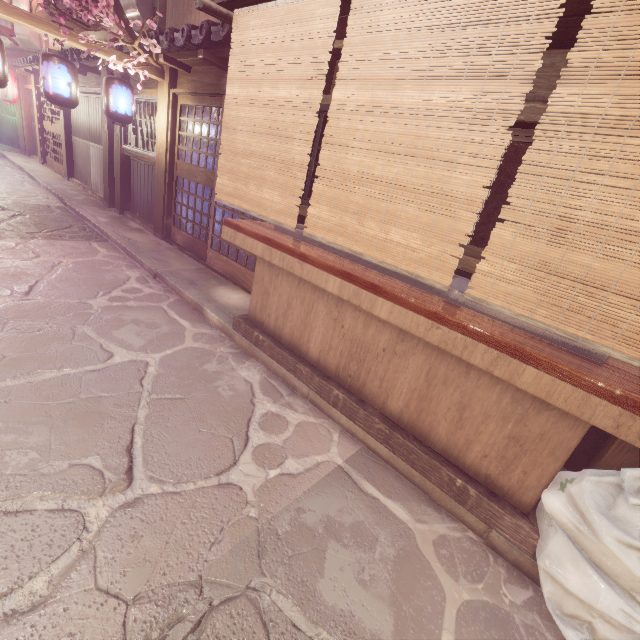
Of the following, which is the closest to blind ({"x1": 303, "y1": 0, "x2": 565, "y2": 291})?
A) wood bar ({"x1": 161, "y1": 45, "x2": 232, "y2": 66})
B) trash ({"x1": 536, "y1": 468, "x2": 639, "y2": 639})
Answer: wood bar ({"x1": 161, "y1": 45, "x2": 232, "y2": 66})

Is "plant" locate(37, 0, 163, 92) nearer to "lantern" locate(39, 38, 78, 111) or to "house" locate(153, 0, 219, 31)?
"lantern" locate(39, 38, 78, 111)

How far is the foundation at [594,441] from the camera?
4.84m

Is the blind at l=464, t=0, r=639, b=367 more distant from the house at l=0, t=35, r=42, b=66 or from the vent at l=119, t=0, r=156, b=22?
the house at l=0, t=35, r=42, b=66

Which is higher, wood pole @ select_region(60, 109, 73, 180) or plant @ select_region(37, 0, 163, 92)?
plant @ select_region(37, 0, 163, 92)

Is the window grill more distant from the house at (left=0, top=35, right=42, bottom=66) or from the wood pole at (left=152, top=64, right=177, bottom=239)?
the house at (left=0, top=35, right=42, bottom=66)

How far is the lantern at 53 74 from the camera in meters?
8.8

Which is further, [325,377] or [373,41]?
[325,377]
